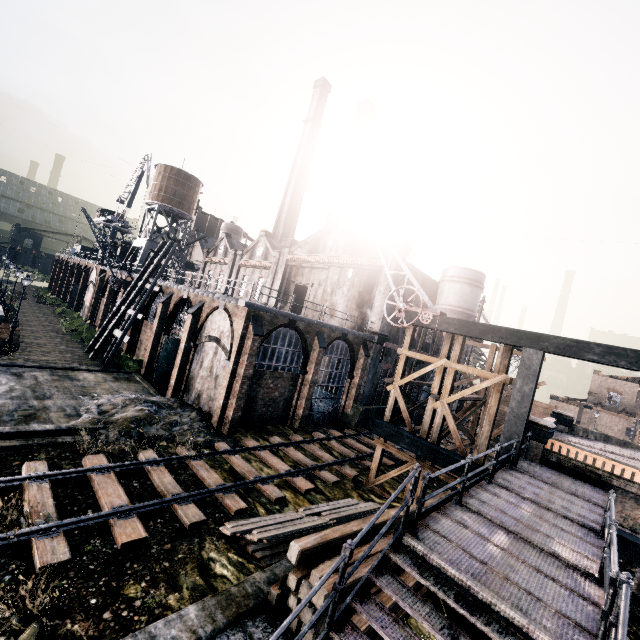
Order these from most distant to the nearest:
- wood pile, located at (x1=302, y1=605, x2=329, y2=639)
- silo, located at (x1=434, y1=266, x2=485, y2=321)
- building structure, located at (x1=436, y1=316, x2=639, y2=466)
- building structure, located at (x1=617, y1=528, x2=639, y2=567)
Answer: silo, located at (x1=434, y1=266, x2=485, y2=321), building structure, located at (x1=436, y1=316, x2=639, y2=466), building structure, located at (x1=617, y1=528, x2=639, y2=567), wood pile, located at (x1=302, y1=605, x2=329, y2=639)

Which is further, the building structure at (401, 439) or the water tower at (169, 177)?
the water tower at (169, 177)

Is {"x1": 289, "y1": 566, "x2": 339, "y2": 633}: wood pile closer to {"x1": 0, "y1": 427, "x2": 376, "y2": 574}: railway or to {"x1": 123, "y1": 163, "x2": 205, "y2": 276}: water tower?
{"x1": 0, "y1": 427, "x2": 376, "y2": 574}: railway

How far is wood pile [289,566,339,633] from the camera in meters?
7.0 m

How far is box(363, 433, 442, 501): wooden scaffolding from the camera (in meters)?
15.84

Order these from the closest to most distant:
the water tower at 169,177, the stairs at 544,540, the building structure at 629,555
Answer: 1. the stairs at 544,540
2. the building structure at 629,555
3. the water tower at 169,177

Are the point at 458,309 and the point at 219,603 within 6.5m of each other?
no

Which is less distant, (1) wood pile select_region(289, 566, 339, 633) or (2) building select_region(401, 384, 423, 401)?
(1) wood pile select_region(289, 566, 339, 633)
